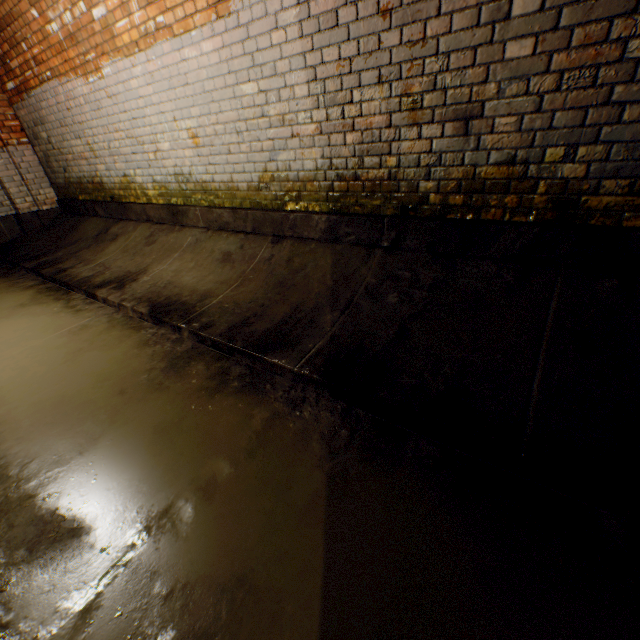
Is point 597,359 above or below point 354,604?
above
